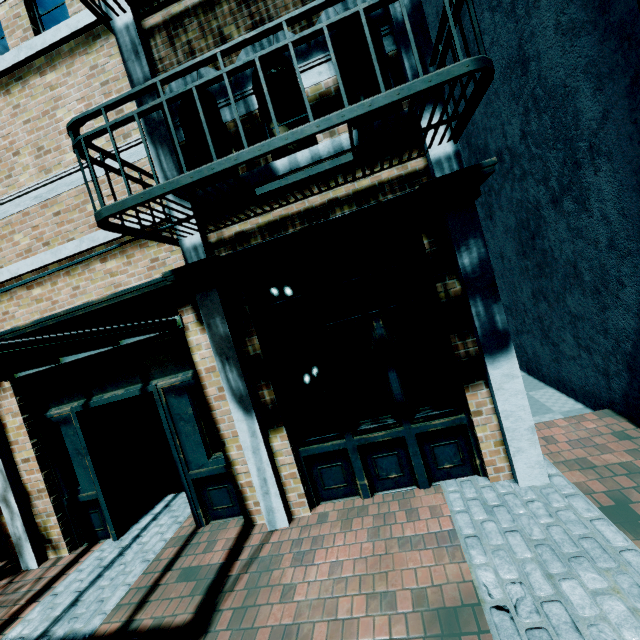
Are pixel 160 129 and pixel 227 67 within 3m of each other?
yes

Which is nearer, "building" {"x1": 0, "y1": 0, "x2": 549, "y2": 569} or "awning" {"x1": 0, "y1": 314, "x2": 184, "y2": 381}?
"awning" {"x1": 0, "y1": 314, "x2": 184, "y2": 381}

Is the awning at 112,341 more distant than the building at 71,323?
No
